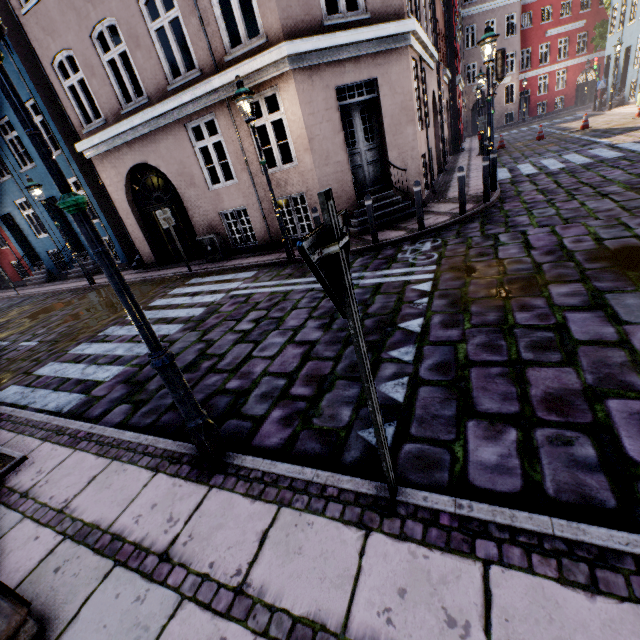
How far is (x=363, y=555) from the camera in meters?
1.9 m

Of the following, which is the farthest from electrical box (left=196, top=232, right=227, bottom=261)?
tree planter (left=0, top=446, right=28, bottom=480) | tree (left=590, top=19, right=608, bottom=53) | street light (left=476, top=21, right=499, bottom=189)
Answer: tree (left=590, top=19, right=608, bottom=53)

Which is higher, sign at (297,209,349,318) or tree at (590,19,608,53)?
tree at (590,19,608,53)

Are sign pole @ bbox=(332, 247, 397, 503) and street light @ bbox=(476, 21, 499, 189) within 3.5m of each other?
no

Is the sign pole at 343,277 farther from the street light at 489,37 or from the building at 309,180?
the street light at 489,37

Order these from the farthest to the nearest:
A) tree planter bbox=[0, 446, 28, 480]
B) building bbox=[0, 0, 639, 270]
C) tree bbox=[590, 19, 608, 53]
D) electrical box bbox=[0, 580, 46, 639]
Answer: tree bbox=[590, 19, 608, 53]
building bbox=[0, 0, 639, 270]
tree planter bbox=[0, 446, 28, 480]
electrical box bbox=[0, 580, 46, 639]

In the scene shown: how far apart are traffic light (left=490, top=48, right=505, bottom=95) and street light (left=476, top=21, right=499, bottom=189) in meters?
1.3

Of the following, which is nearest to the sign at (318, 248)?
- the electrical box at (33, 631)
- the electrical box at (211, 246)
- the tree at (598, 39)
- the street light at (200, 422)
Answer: the street light at (200, 422)
